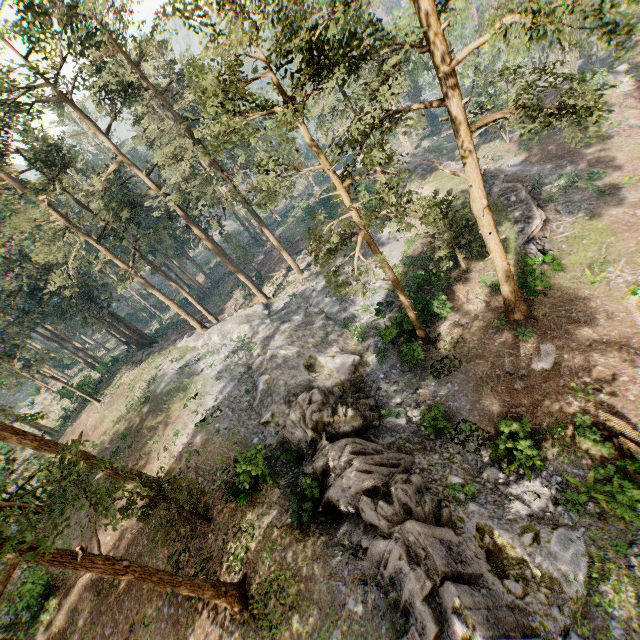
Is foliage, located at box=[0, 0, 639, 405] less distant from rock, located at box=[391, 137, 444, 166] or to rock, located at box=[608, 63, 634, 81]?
rock, located at box=[391, 137, 444, 166]

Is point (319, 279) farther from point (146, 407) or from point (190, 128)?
point (146, 407)

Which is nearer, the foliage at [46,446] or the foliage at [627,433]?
the foliage at [46,446]

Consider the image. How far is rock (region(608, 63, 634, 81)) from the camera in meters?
38.3 m

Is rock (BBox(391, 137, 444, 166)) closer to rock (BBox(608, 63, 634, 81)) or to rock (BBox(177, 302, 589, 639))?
rock (BBox(608, 63, 634, 81))

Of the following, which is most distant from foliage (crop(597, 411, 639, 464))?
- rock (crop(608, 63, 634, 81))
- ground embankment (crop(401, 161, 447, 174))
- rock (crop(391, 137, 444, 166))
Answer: rock (crop(608, 63, 634, 81))

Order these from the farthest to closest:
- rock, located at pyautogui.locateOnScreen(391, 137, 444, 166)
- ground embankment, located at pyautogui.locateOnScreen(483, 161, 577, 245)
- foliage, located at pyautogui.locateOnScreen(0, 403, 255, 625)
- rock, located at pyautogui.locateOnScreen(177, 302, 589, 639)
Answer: rock, located at pyautogui.locateOnScreen(391, 137, 444, 166)
ground embankment, located at pyautogui.locateOnScreen(483, 161, 577, 245)
rock, located at pyautogui.locateOnScreen(177, 302, 589, 639)
foliage, located at pyautogui.locateOnScreen(0, 403, 255, 625)

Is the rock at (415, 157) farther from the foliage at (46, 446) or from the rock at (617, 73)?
the rock at (617, 73)
